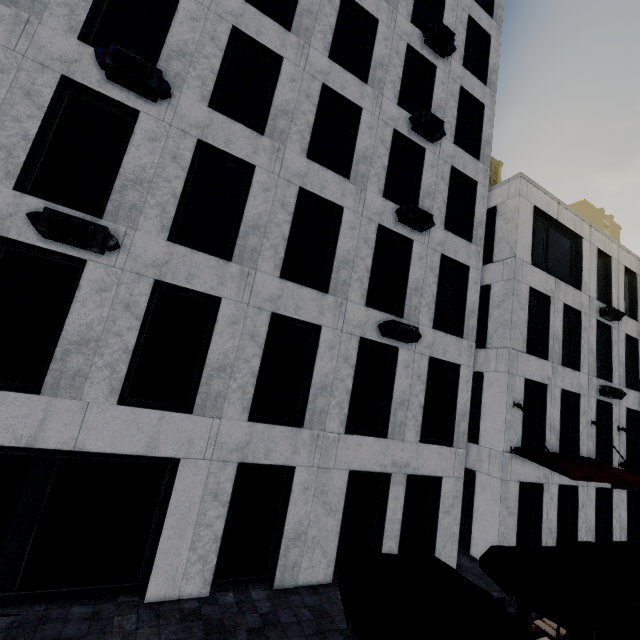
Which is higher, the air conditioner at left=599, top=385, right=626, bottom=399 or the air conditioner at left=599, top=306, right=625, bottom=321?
the air conditioner at left=599, top=306, right=625, bottom=321

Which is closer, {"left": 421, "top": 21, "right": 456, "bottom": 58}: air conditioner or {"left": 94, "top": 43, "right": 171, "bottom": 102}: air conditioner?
{"left": 94, "top": 43, "right": 171, "bottom": 102}: air conditioner

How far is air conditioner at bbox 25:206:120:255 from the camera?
6.11m

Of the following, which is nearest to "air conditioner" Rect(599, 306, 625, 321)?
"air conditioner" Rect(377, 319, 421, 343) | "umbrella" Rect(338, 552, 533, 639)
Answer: "air conditioner" Rect(377, 319, 421, 343)

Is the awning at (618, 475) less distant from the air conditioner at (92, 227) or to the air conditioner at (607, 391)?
the air conditioner at (607, 391)

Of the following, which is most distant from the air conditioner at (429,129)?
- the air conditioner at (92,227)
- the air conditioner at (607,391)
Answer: the air conditioner at (607,391)

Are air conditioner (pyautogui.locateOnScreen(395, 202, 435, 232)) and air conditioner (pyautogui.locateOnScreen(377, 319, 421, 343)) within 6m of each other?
yes

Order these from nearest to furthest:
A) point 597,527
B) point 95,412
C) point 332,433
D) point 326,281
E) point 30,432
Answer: point 30,432 → point 95,412 → point 332,433 → point 326,281 → point 597,527
